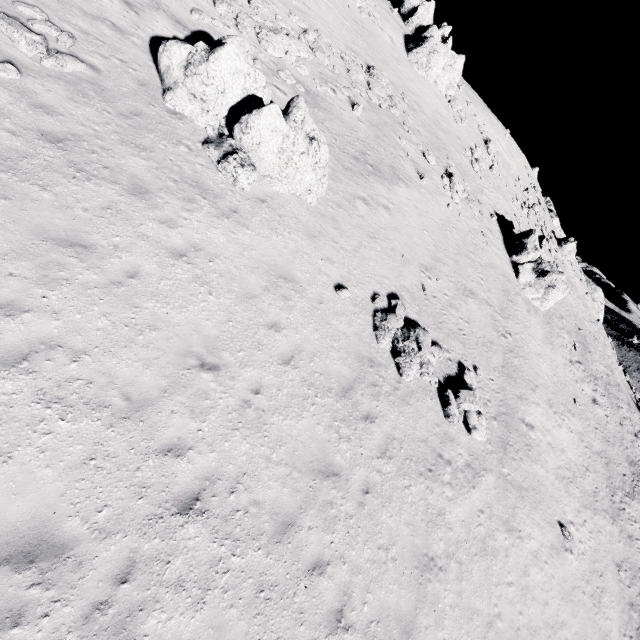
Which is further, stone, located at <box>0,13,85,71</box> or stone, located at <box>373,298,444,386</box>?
stone, located at <box>373,298,444,386</box>

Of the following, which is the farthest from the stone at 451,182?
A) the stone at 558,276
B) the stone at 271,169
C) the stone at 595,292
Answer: the stone at 595,292

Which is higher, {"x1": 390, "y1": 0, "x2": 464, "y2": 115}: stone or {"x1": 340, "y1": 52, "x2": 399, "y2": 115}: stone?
{"x1": 390, "y1": 0, "x2": 464, "y2": 115}: stone

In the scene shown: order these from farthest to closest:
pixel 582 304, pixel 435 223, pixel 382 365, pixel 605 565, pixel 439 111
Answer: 1. pixel 582 304
2. pixel 439 111
3. pixel 435 223
4. pixel 605 565
5. pixel 382 365

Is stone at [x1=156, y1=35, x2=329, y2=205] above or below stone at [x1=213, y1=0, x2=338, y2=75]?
below

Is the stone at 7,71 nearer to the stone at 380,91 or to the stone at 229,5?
the stone at 229,5

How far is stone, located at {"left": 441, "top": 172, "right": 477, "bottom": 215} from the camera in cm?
2331

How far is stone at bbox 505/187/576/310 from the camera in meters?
25.5 m
